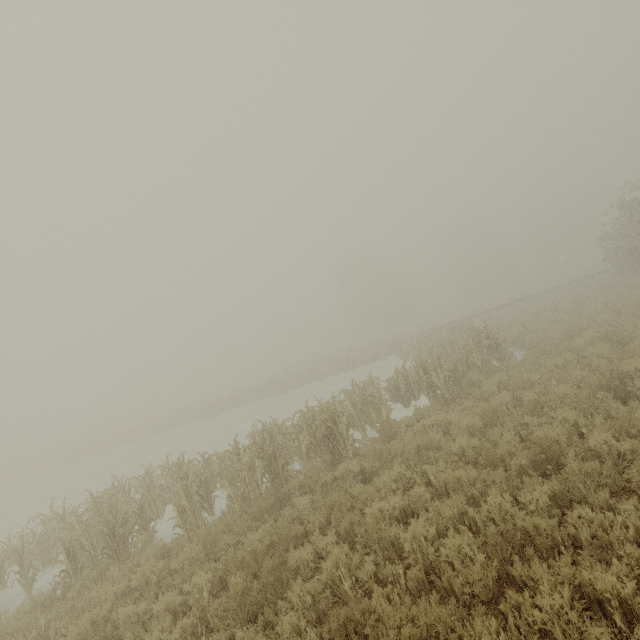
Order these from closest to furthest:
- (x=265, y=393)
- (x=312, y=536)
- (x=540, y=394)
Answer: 1. (x=312, y=536)
2. (x=540, y=394)
3. (x=265, y=393)
